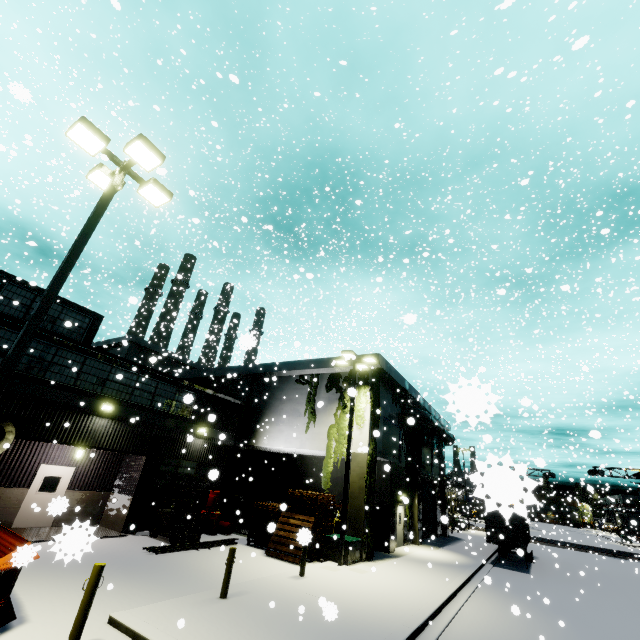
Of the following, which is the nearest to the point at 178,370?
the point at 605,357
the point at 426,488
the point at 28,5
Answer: the point at 605,357

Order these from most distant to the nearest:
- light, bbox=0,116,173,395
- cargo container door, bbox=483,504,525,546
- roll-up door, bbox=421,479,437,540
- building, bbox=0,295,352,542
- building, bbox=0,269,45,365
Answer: roll-up door, bbox=421,479,437,540 → building, bbox=0,295,352,542 → building, bbox=0,269,45,365 → light, bbox=0,116,173,395 → cargo container door, bbox=483,504,525,546

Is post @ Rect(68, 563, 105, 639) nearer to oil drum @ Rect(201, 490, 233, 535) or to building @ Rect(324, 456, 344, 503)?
building @ Rect(324, 456, 344, 503)

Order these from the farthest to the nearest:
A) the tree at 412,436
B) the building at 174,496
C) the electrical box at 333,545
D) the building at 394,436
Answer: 1. the tree at 412,436
2. the building at 394,436
3. the building at 174,496
4. the electrical box at 333,545

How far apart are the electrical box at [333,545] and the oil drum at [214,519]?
6.3 meters

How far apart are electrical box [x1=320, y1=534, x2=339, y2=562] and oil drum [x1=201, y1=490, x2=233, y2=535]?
6.3m

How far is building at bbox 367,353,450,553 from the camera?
19.4m
